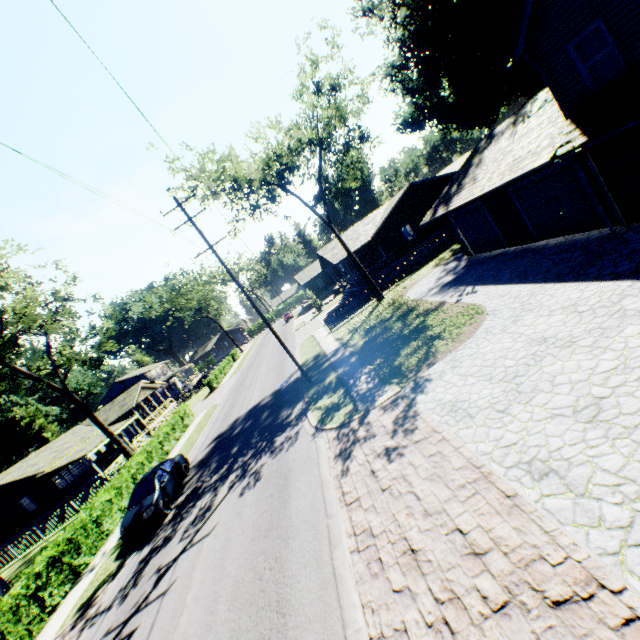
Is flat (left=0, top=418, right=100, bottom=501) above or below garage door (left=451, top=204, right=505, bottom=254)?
above

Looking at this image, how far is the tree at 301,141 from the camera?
21.5m

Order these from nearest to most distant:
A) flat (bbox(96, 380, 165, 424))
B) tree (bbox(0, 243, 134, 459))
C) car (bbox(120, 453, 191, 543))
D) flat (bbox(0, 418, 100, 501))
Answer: car (bbox(120, 453, 191, 543)) < tree (bbox(0, 243, 134, 459)) < flat (bbox(0, 418, 100, 501)) < flat (bbox(96, 380, 165, 424))

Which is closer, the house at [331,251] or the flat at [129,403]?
the house at [331,251]

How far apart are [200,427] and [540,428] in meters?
25.3 m

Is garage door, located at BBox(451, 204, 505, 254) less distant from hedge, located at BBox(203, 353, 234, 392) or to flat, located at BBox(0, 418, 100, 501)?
hedge, located at BBox(203, 353, 234, 392)

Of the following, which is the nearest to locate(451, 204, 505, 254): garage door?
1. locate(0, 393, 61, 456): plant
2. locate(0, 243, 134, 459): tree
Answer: locate(0, 243, 134, 459): tree

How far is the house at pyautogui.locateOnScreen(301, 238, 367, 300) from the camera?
32.5m
